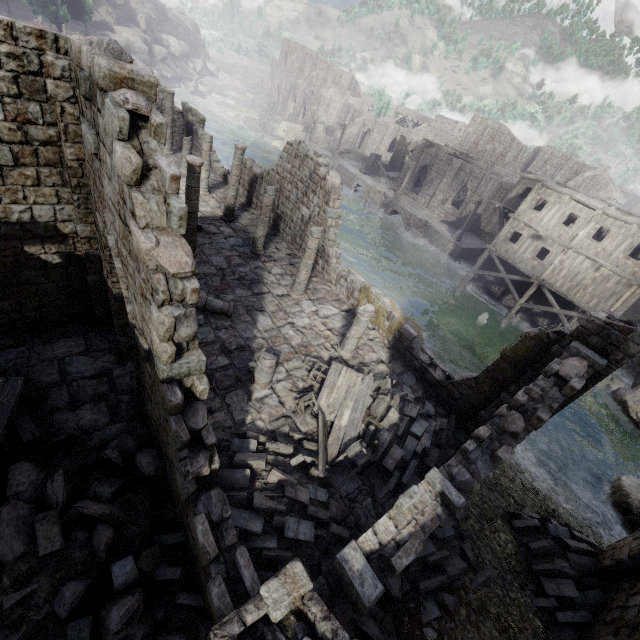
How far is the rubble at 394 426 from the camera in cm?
914

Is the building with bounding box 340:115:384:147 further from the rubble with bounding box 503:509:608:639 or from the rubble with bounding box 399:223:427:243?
the rubble with bounding box 399:223:427:243

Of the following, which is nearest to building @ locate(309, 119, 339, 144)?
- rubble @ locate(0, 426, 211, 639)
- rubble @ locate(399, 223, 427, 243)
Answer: rubble @ locate(0, 426, 211, 639)

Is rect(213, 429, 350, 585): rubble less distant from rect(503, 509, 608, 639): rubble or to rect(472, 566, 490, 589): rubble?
rect(472, 566, 490, 589): rubble

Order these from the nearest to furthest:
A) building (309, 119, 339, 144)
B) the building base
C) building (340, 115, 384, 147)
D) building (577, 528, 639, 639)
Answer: building (577, 528, 639, 639)
the building base
building (309, 119, 339, 144)
building (340, 115, 384, 147)

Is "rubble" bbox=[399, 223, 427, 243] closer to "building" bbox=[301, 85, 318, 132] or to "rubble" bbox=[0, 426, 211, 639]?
"building" bbox=[301, 85, 318, 132]

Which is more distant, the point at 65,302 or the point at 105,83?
the point at 65,302

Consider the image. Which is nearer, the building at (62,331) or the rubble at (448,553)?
the building at (62,331)
